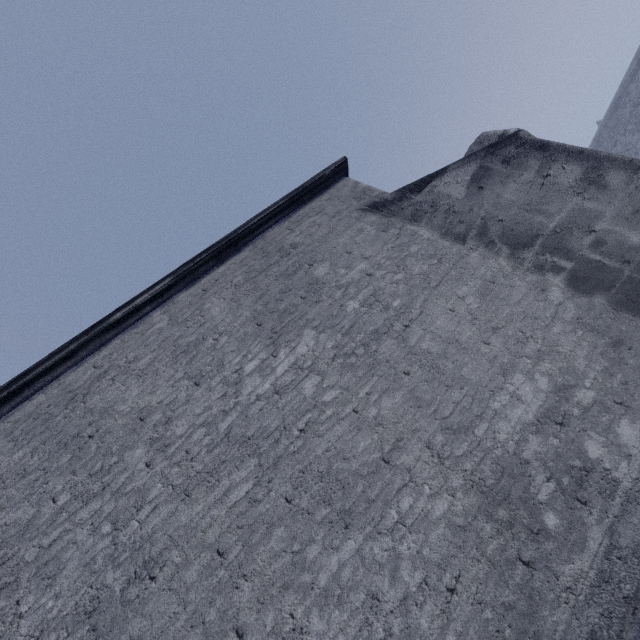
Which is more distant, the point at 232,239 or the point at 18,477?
the point at 232,239
